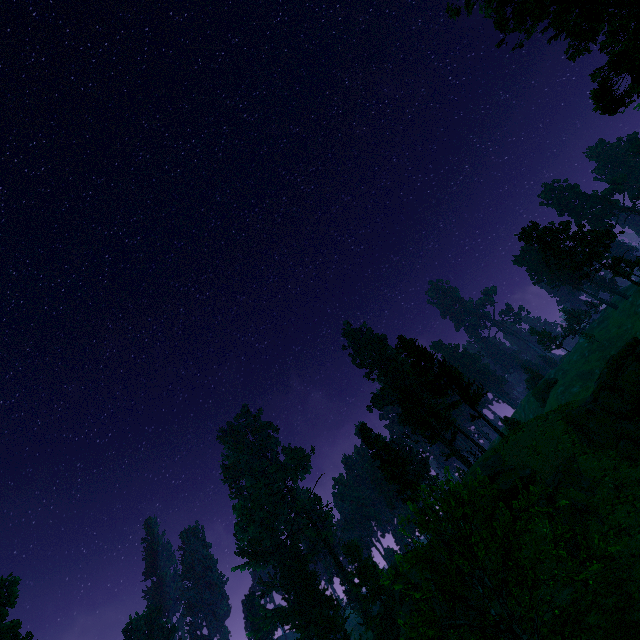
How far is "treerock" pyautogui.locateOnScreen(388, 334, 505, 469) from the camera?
35.94m

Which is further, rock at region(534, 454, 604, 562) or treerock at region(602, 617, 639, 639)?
rock at region(534, 454, 604, 562)

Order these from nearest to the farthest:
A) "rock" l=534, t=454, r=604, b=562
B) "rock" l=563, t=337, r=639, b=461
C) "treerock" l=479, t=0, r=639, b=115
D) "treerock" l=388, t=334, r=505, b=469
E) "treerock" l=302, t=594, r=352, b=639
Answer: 1. "treerock" l=479, t=0, r=639, b=115
2. "rock" l=534, t=454, r=604, b=562
3. "rock" l=563, t=337, r=639, b=461
4. "treerock" l=388, t=334, r=505, b=469
5. "treerock" l=302, t=594, r=352, b=639

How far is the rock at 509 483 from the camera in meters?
25.2

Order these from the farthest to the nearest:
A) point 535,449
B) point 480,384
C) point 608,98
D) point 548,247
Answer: point 548,247 < point 480,384 < point 535,449 < point 608,98

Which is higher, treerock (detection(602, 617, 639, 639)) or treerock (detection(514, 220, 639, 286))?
treerock (detection(514, 220, 639, 286))

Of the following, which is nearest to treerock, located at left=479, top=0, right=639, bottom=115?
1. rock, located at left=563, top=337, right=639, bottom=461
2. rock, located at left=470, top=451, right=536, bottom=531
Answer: rock, located at left=470, top=451, right=536, bottom=531

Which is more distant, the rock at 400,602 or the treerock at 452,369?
the treerock at 452,369
